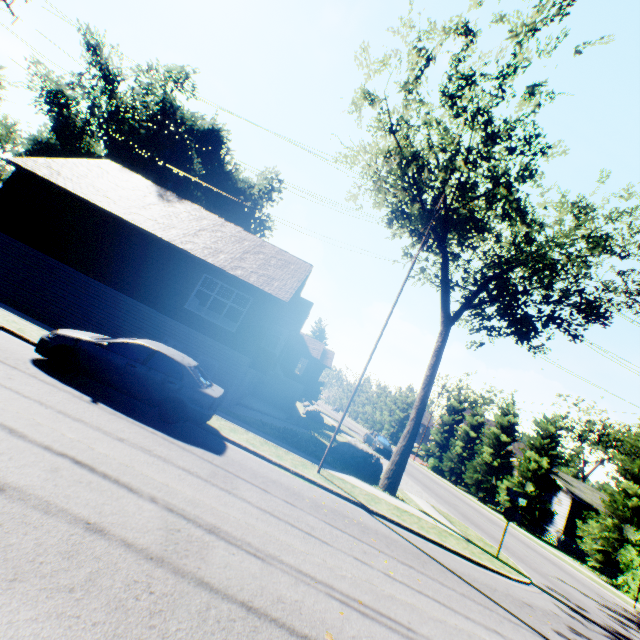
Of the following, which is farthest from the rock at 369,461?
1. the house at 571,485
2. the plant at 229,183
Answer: the plant at 229,183

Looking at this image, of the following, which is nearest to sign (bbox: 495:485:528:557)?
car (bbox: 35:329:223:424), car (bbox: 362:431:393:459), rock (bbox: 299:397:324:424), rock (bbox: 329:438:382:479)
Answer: rock (bbox: 329:438:382:479)

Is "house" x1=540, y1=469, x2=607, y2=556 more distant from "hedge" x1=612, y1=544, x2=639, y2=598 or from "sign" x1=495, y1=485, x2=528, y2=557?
"sign" x1=495, y1=485, x2=528, y2=557

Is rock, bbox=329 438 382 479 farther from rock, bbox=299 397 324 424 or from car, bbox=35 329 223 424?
rock, bbox=299 397 324 424

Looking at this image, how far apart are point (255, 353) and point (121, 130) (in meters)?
35.64

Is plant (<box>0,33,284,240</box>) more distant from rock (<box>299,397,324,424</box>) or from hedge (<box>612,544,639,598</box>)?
hedge (<box>612,544,639,598</box>)

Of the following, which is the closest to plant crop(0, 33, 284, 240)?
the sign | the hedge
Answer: the sign

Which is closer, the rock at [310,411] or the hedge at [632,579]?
the hedge at [632,579]
